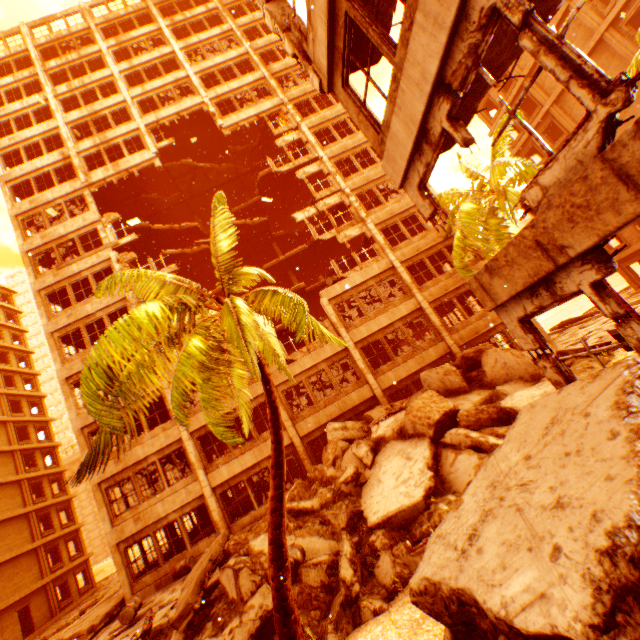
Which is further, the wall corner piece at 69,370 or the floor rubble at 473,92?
the wall corner piece at 69,370

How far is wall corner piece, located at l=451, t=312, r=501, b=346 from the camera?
18.2m

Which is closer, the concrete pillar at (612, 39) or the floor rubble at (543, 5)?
the floor rubble at (543, 5)

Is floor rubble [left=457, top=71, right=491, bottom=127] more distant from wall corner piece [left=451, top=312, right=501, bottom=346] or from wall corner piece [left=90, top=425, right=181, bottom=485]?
wall corner piece [left=90, top=425, right=181, bottom=485]

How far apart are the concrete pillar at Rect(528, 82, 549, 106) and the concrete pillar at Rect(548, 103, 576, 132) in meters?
0.4

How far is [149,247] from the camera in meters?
25.3 m

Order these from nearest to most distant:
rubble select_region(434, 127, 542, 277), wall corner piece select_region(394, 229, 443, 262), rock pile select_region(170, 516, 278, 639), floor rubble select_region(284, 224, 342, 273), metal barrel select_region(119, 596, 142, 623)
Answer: rock pile select_region(170, 516, 278, 639) → metal barrel select_region(119, 596, 142, 623) → rubble select_region(434, 127, 542, 277) → wall corner piece select_region(394, 229, 443, 262) → floor rubble select_region(284, 224, 342, 273)

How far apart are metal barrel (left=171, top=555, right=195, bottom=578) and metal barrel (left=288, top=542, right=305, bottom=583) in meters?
9.3
